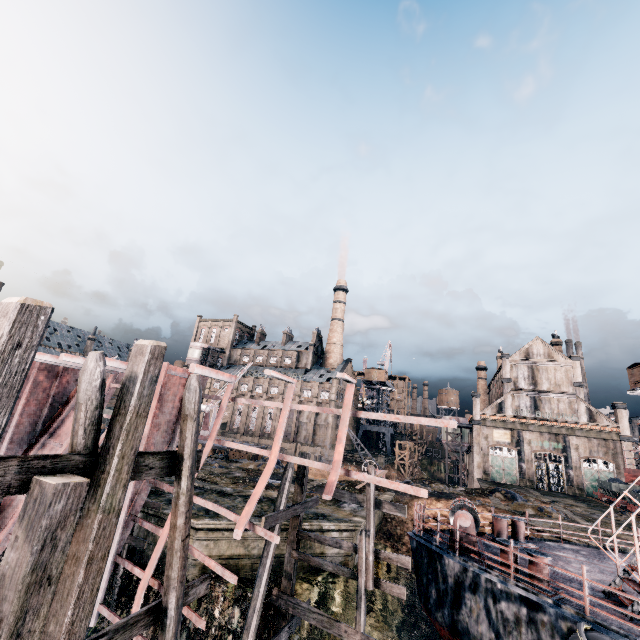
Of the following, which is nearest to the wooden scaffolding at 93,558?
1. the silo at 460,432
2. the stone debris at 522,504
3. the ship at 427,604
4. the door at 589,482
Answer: the ship at 427,604

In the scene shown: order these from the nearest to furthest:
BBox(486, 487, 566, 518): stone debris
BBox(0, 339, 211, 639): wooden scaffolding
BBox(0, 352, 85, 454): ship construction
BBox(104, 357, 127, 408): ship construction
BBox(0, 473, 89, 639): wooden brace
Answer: BBox(0, 473, 89, 639): wooden brace < BBox(0, 339, 211, 639): wooden scaffolding < BBox(104, 357, 127, 408): ship construction < BBox(0, 352, 85, 454): ship construction < BBox(486, 487, 566, 518): stone debris

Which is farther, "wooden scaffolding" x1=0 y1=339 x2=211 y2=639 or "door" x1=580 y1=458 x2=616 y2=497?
"door" x1=580 y1=458 x2=616 y2=497

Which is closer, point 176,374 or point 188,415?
point 188,415

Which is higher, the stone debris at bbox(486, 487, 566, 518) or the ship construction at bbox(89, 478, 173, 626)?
the ship construction at bbox(89, 478, 173, 626)

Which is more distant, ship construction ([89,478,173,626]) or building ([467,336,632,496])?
building ([467,336,632,496])

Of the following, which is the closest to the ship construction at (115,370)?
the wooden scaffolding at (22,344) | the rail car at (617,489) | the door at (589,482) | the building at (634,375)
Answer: the wooden scaffolding at (22,344)

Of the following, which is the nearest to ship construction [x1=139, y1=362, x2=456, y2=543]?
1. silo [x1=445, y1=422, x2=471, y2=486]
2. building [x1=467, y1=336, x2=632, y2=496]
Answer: building [x1=467, y1=336, x2=632, y2=496]
